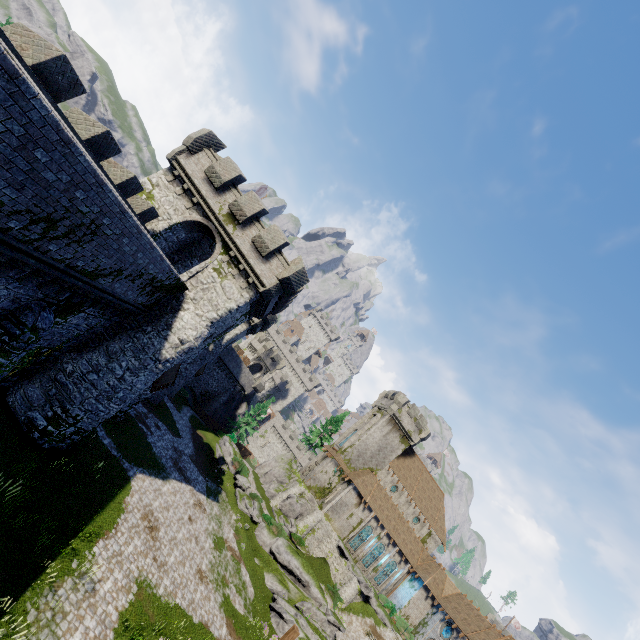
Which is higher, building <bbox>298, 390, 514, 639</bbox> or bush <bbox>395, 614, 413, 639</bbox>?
building <bbox>298, 390, 514, 639</bbox>

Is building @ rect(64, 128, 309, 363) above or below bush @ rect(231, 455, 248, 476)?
above

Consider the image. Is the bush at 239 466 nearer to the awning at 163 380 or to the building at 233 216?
the building at 233 216

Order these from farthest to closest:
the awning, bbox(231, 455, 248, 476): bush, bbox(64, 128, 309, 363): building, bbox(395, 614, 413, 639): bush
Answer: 1. bbox(231, 455, 248, 476): bush
2. bbox(395, 614, 413, 639): bush
3. the awning
4. bbox(64, 128, 309, 363): building

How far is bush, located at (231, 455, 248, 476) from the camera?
41.7 meters

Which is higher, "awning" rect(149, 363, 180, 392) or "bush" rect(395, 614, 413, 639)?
"bush" rect(395, 614, 413, 639)

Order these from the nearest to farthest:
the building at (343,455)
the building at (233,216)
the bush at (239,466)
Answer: the building at (233,216)
the building at (343,455)
the bush at (239,466)

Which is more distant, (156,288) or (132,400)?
(132,400)
